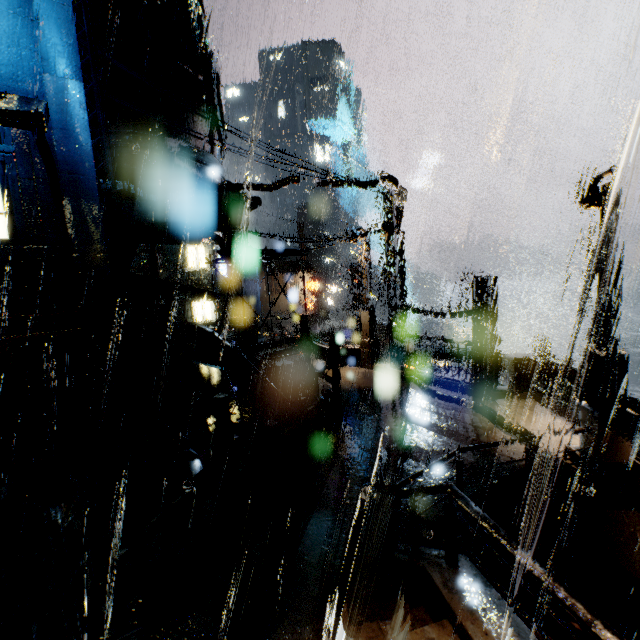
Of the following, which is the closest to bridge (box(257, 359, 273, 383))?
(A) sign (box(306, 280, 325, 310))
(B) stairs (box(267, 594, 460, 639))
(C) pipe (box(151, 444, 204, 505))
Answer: (C) pipe (box(151, 444, 204, 505))

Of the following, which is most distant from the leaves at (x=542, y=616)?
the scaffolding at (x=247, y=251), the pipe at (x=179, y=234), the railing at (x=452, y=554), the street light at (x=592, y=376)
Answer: the pipe at (x=179, y=234)

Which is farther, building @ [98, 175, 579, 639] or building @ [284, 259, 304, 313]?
building @ [284, 259, 304, 313]

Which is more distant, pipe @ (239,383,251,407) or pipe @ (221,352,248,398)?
pipe @ (239,383,251,407)

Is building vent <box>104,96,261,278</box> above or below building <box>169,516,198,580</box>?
above

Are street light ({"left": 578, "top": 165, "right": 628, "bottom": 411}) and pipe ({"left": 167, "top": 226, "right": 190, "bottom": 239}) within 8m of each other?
no

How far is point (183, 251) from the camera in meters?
31.6

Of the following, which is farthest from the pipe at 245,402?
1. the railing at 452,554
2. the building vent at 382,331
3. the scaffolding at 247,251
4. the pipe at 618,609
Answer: the building vent at 382,331
